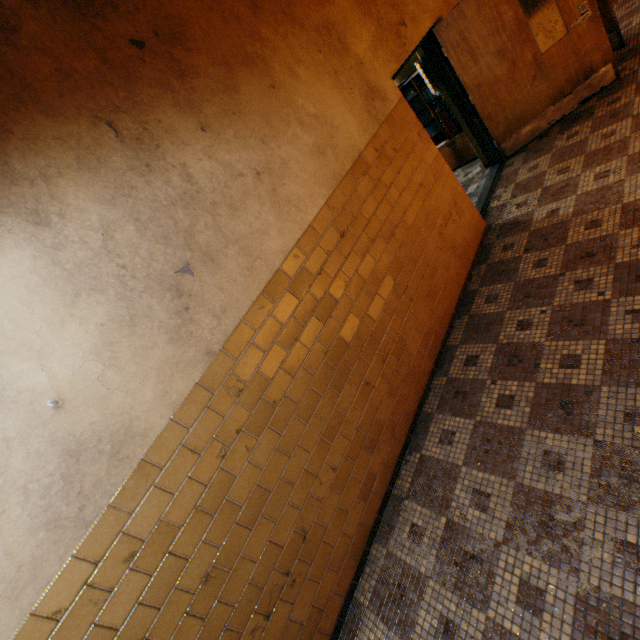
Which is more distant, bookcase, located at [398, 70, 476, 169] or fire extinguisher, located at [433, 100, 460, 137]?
bookcase, located at [398, 70, 476, 169]

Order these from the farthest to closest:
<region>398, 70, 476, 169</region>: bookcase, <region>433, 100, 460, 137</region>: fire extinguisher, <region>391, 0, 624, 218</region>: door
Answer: <region>398, 70, 476, 169</region>: bookcase, <region>433, 100, 460, 137</region>: fire extinguisher, <region>391, 0, 624, 218</region>: door

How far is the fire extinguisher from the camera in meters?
5.0 m

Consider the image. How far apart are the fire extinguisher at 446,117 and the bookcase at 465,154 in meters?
0.5 m

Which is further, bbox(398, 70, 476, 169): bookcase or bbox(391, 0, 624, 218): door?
bbox(398, 70, 476, 169): bookcase

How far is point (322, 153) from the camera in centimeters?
277cm

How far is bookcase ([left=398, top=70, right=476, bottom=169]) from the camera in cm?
548

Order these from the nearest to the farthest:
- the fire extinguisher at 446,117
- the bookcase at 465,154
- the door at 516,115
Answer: the door at 516,115 → the fire extinguisher at 446,117 → the bookcase at 465,154
